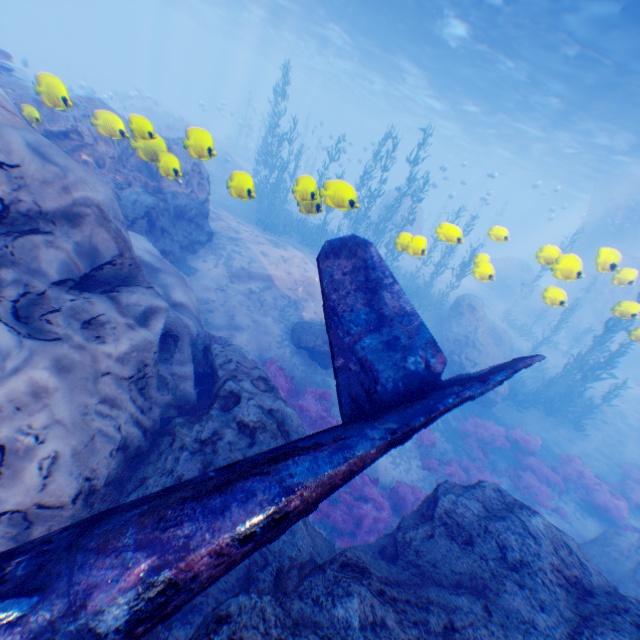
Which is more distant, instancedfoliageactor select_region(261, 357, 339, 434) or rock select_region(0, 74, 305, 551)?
instancedfoliageactor select_region(261, 357, 339, 434)

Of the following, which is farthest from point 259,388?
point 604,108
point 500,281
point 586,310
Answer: point 500,281

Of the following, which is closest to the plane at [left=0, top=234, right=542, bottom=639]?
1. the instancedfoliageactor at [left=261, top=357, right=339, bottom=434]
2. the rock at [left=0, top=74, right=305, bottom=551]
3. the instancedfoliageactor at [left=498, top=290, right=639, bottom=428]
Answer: the rock at [left=0, top=74, right=305, bottom=551]

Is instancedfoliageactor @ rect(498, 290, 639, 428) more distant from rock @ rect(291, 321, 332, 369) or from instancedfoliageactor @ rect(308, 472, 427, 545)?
instancedfoliageactor @ rect(308, 472, 427, 545)

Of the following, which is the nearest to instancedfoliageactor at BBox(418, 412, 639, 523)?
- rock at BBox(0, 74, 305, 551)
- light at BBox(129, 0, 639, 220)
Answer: rock at BBox(0, 74, 305, 551)

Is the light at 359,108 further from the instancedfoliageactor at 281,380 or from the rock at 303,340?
the instancedfoliageactor at 281,380
